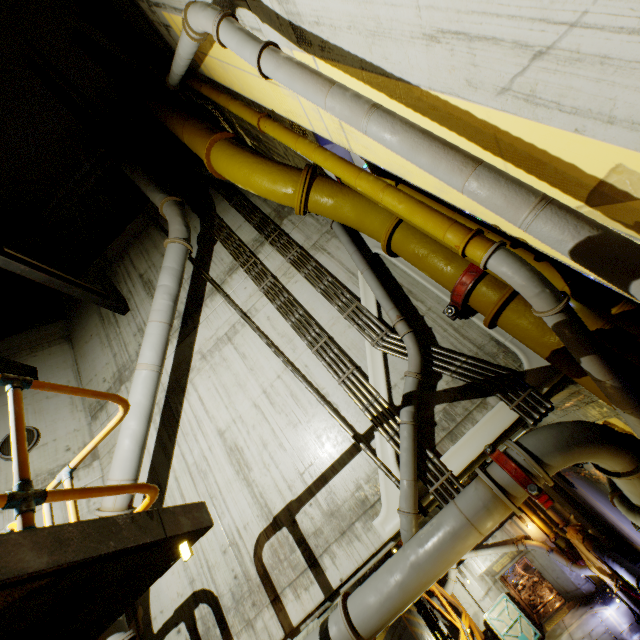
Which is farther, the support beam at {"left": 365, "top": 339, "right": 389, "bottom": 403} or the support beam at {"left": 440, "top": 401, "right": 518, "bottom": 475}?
the support beam at {"left": 365, "top": 339, "right": 389, "bottom": 403}

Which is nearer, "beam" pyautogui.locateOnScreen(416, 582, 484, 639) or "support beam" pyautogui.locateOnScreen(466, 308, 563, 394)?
"support beam" pyautogui.locateOnScreen(466, 308, 563, 394)

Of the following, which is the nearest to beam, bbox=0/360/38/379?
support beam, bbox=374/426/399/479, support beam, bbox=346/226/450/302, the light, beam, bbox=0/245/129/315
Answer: beam, bbox=0/245/129/315

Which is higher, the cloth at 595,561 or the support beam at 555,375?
the support beam at 555,375

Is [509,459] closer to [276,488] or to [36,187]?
[276,488]

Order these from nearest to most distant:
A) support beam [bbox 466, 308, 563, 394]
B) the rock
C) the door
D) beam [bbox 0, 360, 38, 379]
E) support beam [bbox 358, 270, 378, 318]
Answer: support beam [bbox 466, 308, 563, 394]
support beam [bbox 358, 270, 378, 318]
beam [bbox 0, 360, 38, 379]
the door
the rock

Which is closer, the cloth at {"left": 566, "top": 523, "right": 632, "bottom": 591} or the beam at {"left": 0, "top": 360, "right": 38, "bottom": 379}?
the beam at {"left": 0, "top": 360, "right": 38, "bottom": 379}

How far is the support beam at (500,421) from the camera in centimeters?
455cm
